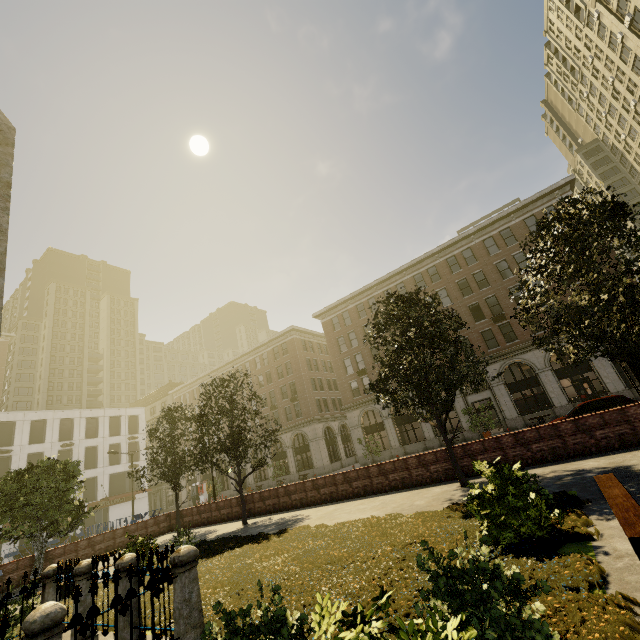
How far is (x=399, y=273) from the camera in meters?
38.3

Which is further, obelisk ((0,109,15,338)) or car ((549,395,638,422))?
car ((549,395,638,422))

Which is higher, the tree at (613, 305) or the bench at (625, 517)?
the tree at (613, 305)

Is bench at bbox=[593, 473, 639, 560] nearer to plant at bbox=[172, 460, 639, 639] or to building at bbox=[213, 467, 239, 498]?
plant at bbox=[172, 460, 639, 639]

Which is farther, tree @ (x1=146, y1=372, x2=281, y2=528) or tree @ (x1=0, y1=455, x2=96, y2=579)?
tree @ (x1=146, y1=372, x2=281, y2=528)

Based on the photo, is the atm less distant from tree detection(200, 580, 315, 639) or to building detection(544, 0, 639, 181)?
building detection(544, 0, 639, 181)

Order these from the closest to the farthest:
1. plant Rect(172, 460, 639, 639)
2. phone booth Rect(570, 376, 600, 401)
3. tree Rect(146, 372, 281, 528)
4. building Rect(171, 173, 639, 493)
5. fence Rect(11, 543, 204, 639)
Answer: plant Rect(172, 460, 639, 639) < fence Rect(11, 543, 204, 639) < tree Rect(146, 372, 281, 528) < phone booth Rect(570, 376, 600, 401) < building Rect(171, 173, 639, 493)

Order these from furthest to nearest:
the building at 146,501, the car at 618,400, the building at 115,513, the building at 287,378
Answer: the building at 146,501 < the building at 115,513 < the building at 287,378 < the car at 618,400
